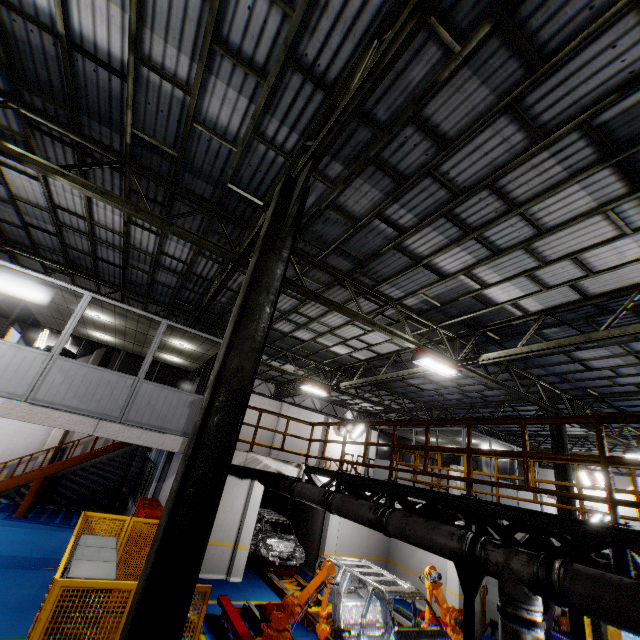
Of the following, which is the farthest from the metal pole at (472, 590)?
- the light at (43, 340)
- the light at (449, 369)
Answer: the light at (43, 340)

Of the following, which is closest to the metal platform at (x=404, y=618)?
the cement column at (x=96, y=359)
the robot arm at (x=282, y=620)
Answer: the robot arm at (x=282, y=620)

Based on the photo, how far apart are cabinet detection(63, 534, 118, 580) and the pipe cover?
8.5m

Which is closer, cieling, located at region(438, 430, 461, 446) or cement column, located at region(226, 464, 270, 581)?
cement column, located at region(226, 464, 270, 581)

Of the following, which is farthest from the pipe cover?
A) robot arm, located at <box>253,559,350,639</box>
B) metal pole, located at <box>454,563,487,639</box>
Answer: robot arm, located at <box>253,559,350,639</box>

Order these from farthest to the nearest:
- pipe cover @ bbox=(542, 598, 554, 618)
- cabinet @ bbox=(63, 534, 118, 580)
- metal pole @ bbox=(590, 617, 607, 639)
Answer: pipe cover @ bbox=(542, 598, 554, 618) → metal pole @ bbox=(590, 617, 607, 639) → cabinet @ bbox=(63, 534, 118, 580)

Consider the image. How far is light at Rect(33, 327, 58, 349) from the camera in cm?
1653

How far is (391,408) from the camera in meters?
18.4 m
